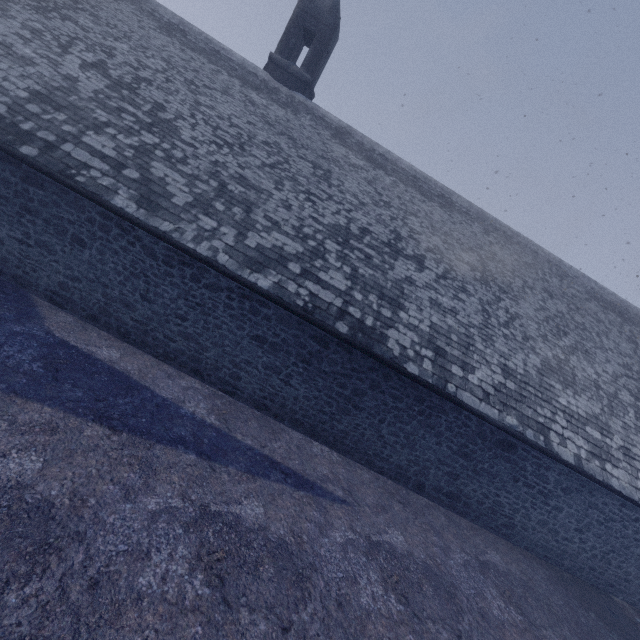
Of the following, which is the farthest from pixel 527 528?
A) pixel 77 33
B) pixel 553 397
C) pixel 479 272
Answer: pixel 77 33
